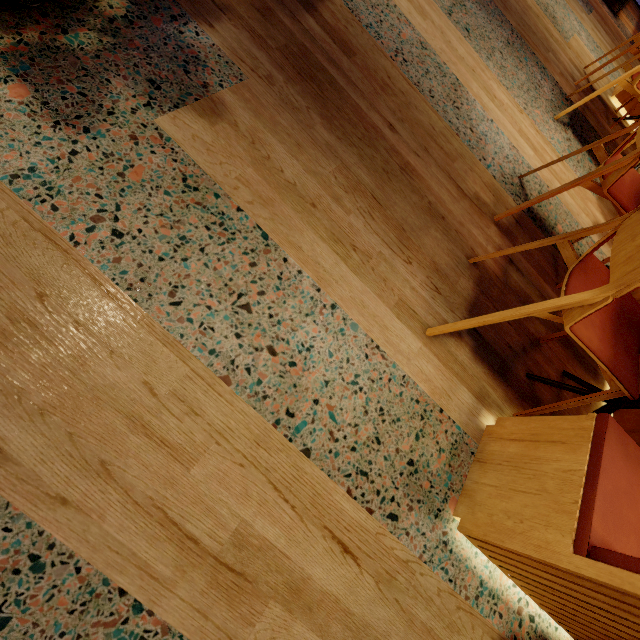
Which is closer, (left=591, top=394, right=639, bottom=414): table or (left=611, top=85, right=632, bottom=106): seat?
(left=591, top=394, right=639, bottom=414): table

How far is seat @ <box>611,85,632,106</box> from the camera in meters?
3.5 m

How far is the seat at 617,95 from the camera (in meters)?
3.46

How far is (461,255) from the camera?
1.65m

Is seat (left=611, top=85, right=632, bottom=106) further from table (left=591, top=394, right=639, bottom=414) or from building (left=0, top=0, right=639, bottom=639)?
table (left=591, top=394, right=639, bottom=414)

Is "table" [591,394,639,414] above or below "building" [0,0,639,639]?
above

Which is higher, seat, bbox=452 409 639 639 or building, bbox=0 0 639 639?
seat, bbox=452 409 639 639

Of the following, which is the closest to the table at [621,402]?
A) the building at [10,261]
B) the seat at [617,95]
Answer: the building at [10,261]
